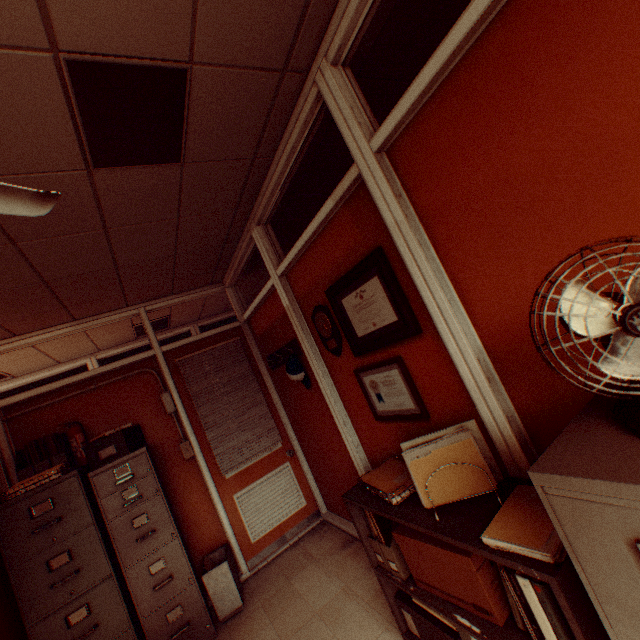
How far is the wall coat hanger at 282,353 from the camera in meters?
3.4

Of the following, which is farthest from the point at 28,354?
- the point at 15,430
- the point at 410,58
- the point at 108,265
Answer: the point at 410,58

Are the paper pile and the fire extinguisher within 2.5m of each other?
no

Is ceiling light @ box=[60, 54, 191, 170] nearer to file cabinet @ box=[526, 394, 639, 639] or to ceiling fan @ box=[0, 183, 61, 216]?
ceiling fan @ box=[0, 183, 61, 216]

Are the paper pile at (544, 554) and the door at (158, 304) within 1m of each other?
no

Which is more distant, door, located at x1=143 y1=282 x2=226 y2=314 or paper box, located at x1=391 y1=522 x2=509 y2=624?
door, located at x1=143 y1=282 x2=226 y2=314

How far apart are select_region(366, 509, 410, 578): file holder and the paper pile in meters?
0.9 m

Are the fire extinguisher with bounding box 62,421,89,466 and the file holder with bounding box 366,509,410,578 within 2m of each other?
no
